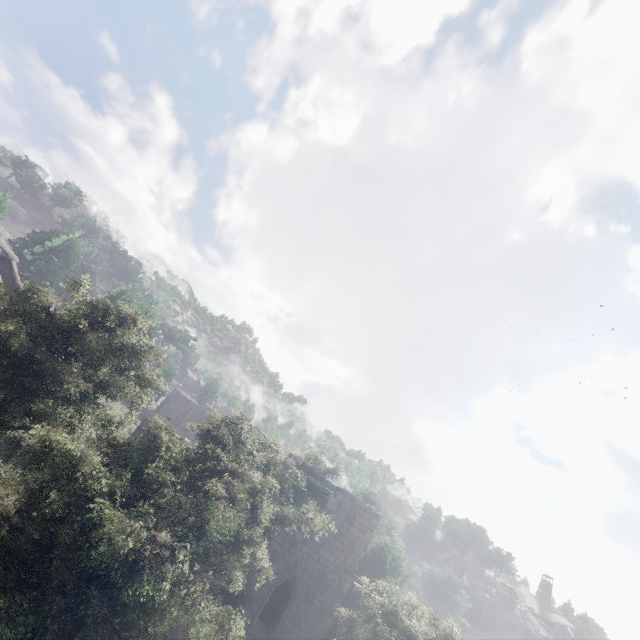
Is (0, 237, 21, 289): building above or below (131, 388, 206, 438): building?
above

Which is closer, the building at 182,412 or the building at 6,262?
the building at 182,412

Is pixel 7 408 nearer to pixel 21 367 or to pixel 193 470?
pixel 21 367

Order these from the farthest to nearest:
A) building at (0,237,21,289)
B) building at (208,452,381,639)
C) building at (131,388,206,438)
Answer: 1. building at (0,237,21,289)
2. building at (131,388,206,438)
3. building at (208,452,381,639)

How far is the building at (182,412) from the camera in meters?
22.0

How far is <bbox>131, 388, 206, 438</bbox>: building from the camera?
22.0 meters

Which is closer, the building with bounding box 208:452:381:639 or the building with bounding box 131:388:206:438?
the building with bounding box 208:452:381:639
